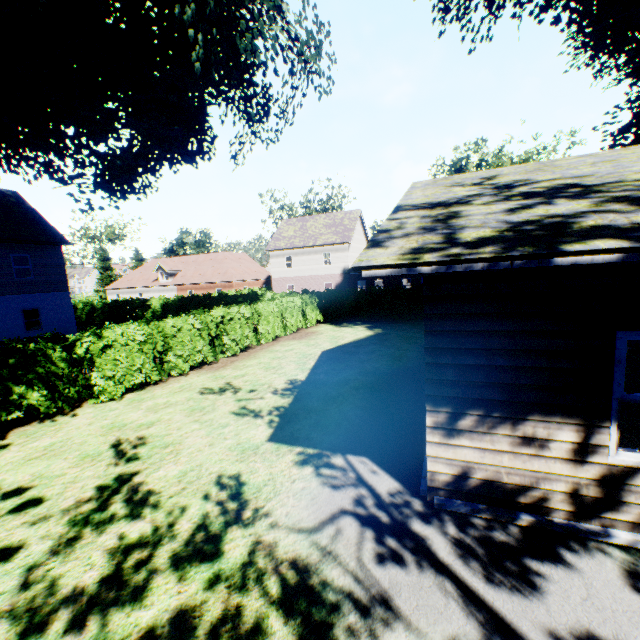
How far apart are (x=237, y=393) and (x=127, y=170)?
12.3 meters

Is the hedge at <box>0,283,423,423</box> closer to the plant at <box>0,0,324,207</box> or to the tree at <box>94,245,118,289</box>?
the tree at <box>94,245,118,289</box>

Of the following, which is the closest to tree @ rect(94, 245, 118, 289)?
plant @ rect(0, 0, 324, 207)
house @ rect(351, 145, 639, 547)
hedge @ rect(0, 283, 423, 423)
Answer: hedge @ rect(0, 283, 423, 423)

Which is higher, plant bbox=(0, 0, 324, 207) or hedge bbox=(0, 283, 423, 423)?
plant bbox=(0, 0, 324, 207)

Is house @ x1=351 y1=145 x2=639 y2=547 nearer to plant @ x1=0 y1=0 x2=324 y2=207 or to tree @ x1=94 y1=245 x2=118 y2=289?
plant @ x1=0 y1=0 x2=324 y2=207

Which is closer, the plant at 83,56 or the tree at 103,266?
the plant at 83,56

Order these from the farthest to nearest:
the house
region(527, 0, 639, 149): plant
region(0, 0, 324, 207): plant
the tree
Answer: the tree, region(527, 0, 639, 149): plant, region(0, 0, 324, 207): plant, the house

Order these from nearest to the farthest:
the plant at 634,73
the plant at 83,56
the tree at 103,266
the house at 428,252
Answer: the house at 428,252 → the plant at 83,56 → the plant at 634,73 → the tree at 103,266
